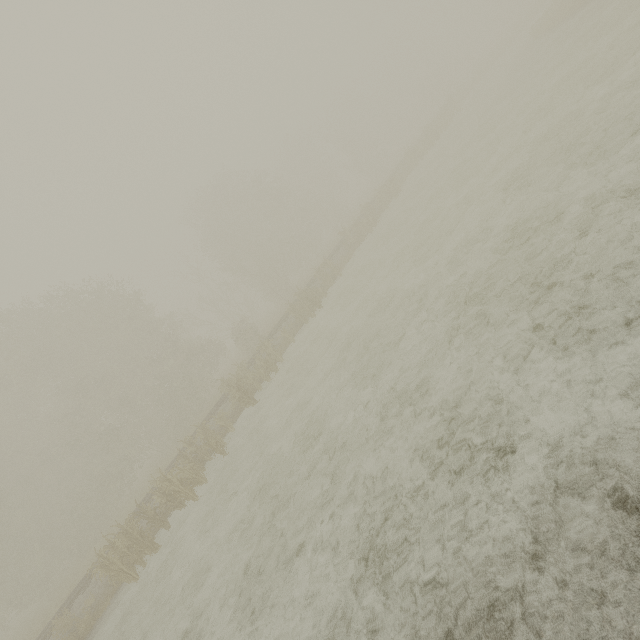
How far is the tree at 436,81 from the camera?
30.5m

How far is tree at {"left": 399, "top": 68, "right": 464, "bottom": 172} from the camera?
30.5m

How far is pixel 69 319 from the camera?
25.0m
